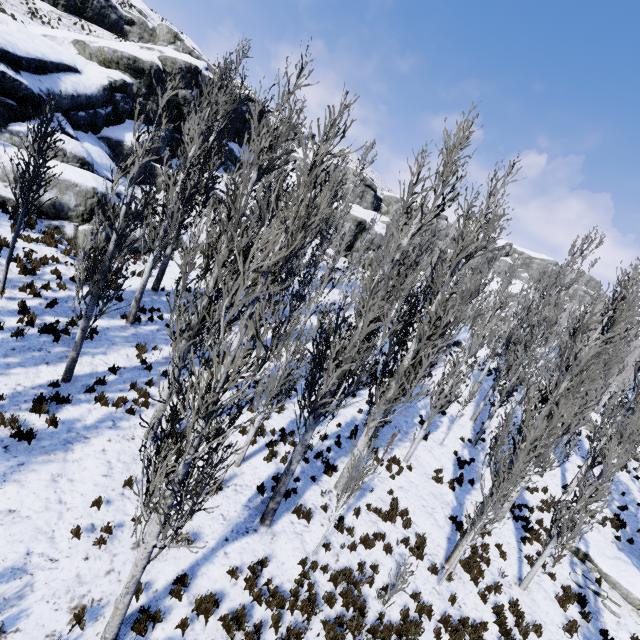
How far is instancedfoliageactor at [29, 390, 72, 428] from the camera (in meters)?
8.47

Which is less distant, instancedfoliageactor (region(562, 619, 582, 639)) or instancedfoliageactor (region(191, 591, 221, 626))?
instancedfoliageactor (region(191, 591, 221, 626))

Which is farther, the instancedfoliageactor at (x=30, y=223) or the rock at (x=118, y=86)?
the rock at (x=118, y=86)

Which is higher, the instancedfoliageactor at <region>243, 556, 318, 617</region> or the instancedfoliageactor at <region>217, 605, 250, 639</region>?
the instancedfoliageactor at <region>243, 556, 318, 617</region>

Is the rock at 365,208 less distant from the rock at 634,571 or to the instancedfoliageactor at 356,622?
the instancedfoliageactor at 356,622

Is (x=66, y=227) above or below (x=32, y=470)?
above

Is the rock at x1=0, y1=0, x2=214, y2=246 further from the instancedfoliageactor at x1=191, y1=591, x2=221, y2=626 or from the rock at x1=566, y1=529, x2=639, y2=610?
the rock at x1=566, y1=529, x2=639, y2=610
